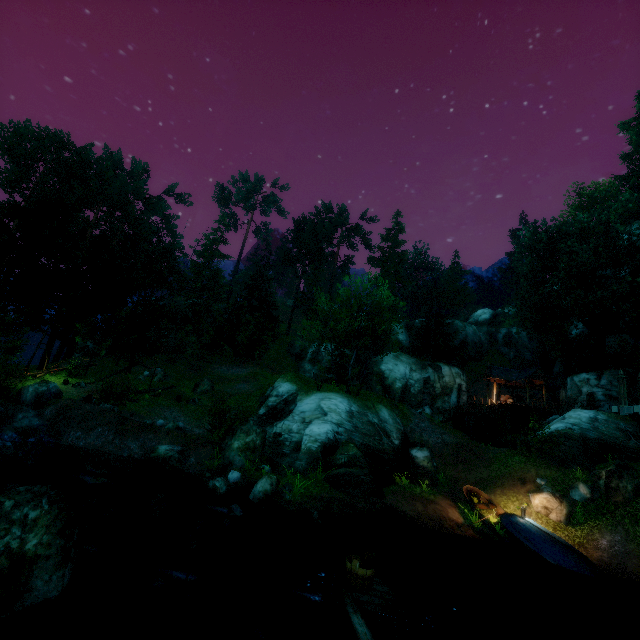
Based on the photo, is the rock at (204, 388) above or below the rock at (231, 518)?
above

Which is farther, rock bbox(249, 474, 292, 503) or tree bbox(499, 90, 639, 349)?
tree bbox(499, 90, 639, 349)

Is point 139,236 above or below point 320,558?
above

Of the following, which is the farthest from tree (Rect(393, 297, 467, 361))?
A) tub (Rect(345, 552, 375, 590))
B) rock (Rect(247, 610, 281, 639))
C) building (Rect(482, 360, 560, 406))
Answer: rock (Rect(247, 610, 281, 639))

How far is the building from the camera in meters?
32.6 m

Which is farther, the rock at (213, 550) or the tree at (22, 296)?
the tree at (22, 296)

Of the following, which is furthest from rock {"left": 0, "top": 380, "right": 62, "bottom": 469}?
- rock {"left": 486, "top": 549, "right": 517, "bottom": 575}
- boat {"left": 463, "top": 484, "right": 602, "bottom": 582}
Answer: boat {"left": 463, "top": 484, "right": 602, "bottom": 582}

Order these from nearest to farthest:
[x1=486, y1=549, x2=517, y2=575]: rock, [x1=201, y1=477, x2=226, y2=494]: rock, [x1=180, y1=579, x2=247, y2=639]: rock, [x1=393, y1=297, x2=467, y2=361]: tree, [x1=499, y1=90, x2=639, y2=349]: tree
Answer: [x1=180, y1=579, x2=247, y2=639]: rock
[x1=486, y1=549, x2=517, y2=575]: rock
[x1=201, y1=477, x2=226, y2=494]: rock
[x1=499, y1=90, x2=639, y2=349]: tree
[x1=393, y1=297, x2=467, y2=361]: tree
